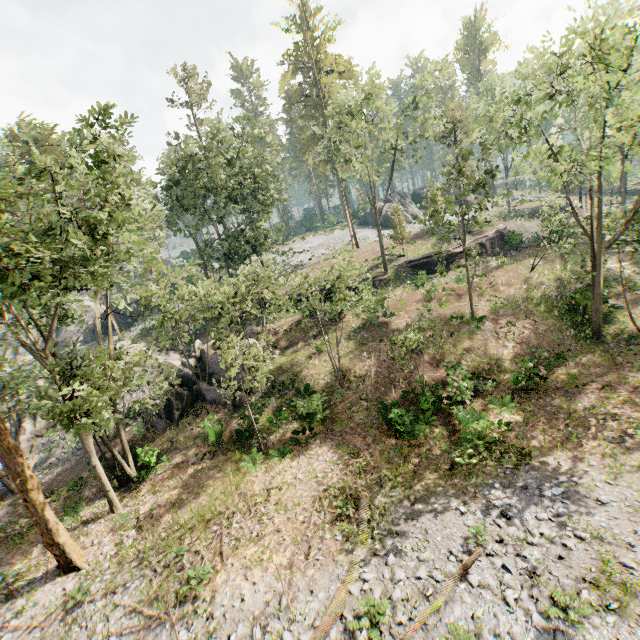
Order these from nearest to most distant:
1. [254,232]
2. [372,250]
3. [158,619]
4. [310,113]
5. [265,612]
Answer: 1. [265,612]
2. [158,619]
3. [254,232]
4. [310,113]
5. [372,250]

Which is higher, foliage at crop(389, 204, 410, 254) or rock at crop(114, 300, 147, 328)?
foliage at crop(389, 204, 410, 254)

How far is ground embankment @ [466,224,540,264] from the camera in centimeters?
3453cm

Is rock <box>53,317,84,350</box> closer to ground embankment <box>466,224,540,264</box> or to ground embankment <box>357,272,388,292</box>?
ground embankment <box>357,272,388,292</box>

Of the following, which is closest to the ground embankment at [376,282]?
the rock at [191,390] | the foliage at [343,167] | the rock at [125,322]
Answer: the foliage at [343,167]

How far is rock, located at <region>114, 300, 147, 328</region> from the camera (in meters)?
46.34

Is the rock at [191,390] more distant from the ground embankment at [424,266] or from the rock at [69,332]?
the rock at [69,332]

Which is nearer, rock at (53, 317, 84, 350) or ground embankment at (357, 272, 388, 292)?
ground embankment at (357, 272, 388, 292)
